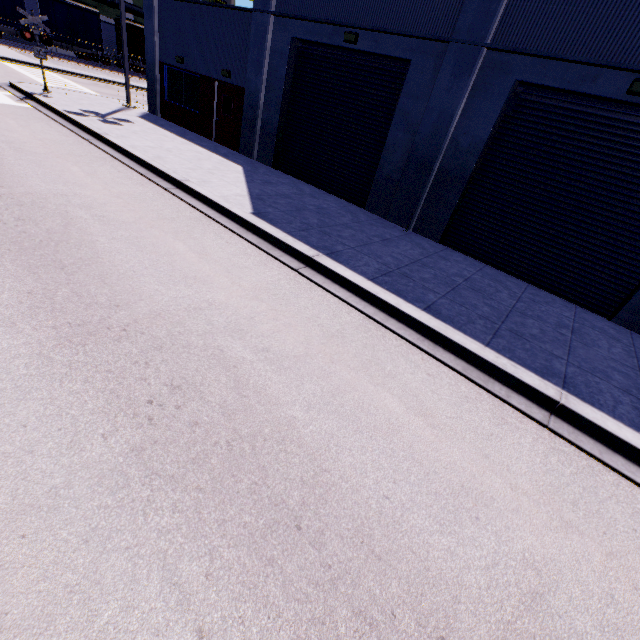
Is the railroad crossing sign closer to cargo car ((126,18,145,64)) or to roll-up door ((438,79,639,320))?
cargo car ((126,18,145,64))

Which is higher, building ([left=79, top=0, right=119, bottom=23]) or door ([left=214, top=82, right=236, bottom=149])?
building ([left=79, top=0, right=119, bottom=23])

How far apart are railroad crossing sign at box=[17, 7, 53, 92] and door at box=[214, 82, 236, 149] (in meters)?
7.30

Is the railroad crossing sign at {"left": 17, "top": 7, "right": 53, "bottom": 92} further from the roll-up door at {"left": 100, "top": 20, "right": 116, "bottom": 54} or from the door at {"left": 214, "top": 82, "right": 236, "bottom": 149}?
the roll-up door at {"left": 100, "top": 20, "right": 116, "bottom": 54}

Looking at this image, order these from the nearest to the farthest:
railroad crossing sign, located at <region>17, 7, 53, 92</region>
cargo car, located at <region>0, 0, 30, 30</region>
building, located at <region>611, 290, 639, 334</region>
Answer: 1. building, located at <region>611, 290, 639, 334</region>
2. railroad crossing sign, located at <region>17, 7, 53, 92</region>
3. cargo car, located at <region>0, 0, 30, 30</region>

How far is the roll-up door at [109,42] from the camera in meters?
39.6 m

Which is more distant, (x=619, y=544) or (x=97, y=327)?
(x=97, y=327)

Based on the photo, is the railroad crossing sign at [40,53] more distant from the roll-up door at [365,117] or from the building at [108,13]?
the roll-up door at [365,117]
